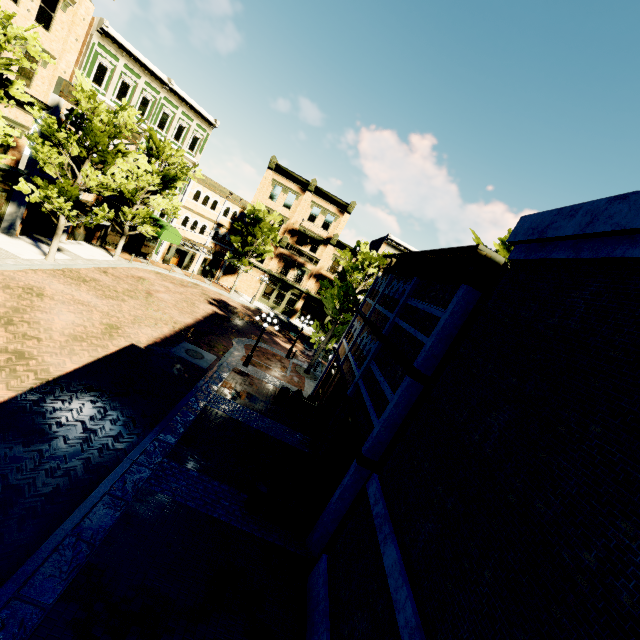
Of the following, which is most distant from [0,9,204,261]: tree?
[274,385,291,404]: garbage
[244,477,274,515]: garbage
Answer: [244,477,274,515]: garbage

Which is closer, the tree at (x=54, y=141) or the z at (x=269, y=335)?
the tree at (x=54, y=141)

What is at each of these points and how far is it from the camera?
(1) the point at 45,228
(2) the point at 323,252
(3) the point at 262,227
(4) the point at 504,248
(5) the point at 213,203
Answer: (1) building, 22.02m
(2) building, 37.81m
(3) tree, 32.38m
(4) tree, 23.14m
(5) building, 33.31m

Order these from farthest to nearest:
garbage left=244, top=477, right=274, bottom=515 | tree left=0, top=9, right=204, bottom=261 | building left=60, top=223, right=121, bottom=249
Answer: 1. building left=60, top=223, right=121, bottom=249
2. tree left=0, top=9, right=204, bottom=261
3. garbage left=244, top=477, right=274, bottom=515

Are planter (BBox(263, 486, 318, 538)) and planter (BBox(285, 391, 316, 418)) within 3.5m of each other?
no

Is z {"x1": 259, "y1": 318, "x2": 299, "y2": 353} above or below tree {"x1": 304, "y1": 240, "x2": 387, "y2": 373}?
below

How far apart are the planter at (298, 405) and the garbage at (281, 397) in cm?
7

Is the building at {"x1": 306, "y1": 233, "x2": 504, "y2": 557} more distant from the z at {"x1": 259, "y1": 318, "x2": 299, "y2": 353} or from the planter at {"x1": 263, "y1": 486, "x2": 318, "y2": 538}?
the planter at {"x1": 263, "y1": 486, "x2": 318, "y2": 538}
